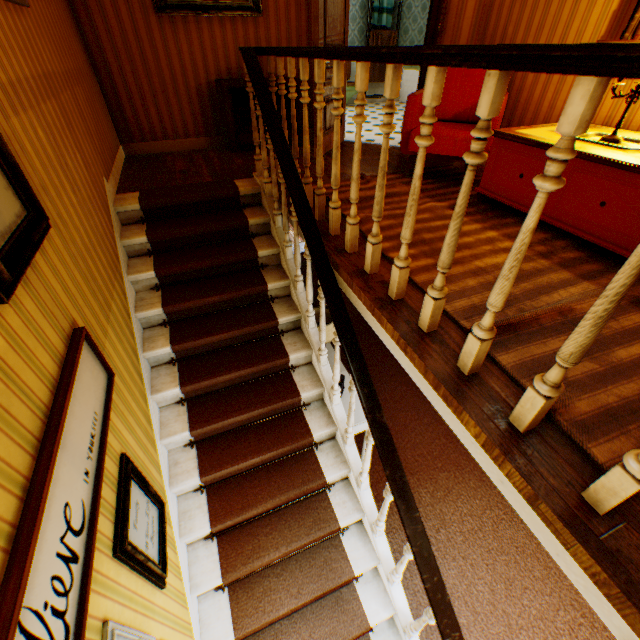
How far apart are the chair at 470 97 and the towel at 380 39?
6.04m

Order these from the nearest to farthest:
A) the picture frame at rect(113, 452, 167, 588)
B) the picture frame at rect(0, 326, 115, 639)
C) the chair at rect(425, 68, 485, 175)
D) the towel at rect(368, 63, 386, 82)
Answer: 1. the picture frame at rect(0, 326, 115, 639)
2. the picture frame at rect(113, 452, 167, 588)
3. the chair at rect(425, 68, 485, 175)
4. the towel at rect(368, 63, 386, 82)

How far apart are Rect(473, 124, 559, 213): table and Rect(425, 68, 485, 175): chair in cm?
29

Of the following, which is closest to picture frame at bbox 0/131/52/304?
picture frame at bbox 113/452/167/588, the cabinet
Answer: picture frame at bbox 113/452/167/588

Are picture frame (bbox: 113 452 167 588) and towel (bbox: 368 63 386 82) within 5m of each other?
no

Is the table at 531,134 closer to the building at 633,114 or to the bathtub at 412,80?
the building at 633,114

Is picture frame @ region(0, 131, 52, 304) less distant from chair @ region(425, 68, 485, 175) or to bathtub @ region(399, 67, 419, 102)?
Answer: chair @ region(425, 68, 485, 175)

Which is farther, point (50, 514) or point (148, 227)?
point (148, 227)
